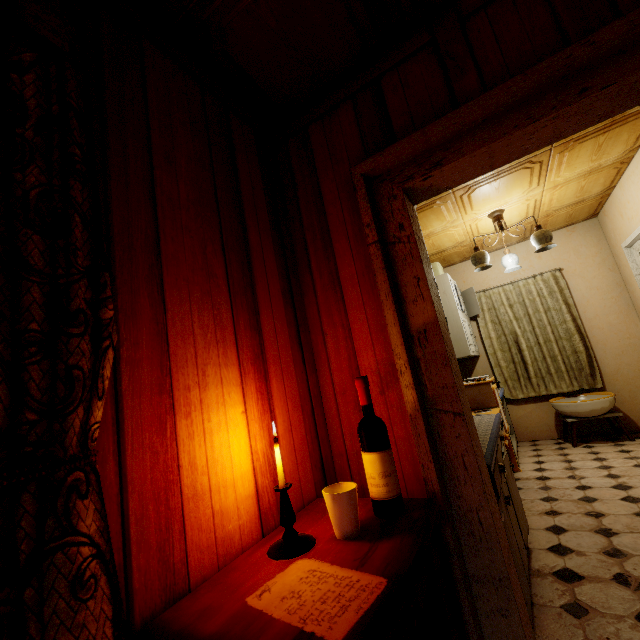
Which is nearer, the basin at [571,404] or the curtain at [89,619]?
the curtain at [89,619]

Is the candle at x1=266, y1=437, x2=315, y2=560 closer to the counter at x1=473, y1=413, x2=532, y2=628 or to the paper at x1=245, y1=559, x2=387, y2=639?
the paper at x1=245, y1=559, x2=387, y2=639

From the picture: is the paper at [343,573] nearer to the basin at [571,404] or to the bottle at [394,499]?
the bottle at [394,499]

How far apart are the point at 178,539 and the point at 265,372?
0.6m

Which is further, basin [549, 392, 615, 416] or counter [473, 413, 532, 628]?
basin [549, 392, 615, 416]

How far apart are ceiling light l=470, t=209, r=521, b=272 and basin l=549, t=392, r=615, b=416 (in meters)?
1.78

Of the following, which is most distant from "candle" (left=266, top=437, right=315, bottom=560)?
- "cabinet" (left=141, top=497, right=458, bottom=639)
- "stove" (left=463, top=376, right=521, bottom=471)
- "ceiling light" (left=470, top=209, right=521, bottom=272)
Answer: "ceiling light" (left=470, top=209, right=521, bottom=272)

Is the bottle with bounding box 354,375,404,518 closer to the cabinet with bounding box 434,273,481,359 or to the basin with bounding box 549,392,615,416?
the cabinet with bounding box 434,273,481,359
